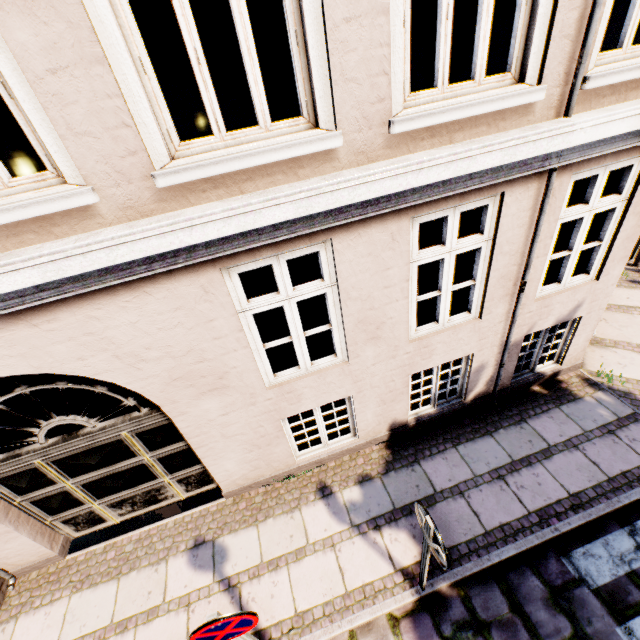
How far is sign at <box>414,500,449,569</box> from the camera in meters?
2.7 m

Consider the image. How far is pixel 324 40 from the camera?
2.38m

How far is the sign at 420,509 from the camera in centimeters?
268cm
